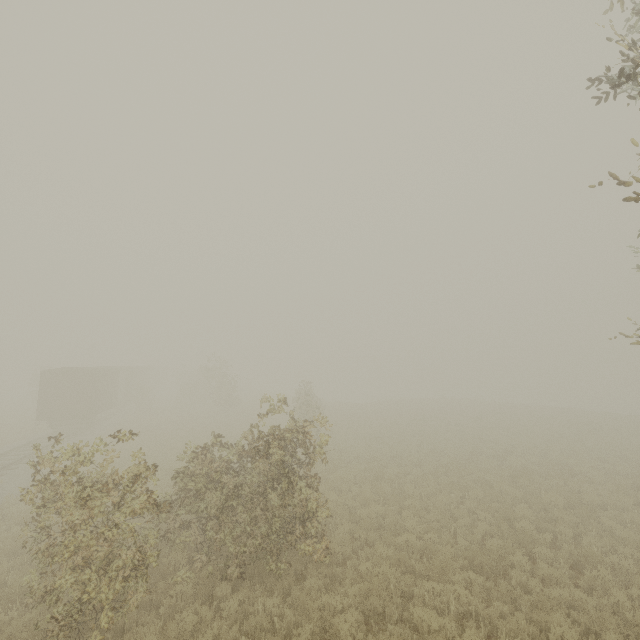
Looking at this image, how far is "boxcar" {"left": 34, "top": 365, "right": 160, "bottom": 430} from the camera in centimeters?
2403cm

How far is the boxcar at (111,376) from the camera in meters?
24.0

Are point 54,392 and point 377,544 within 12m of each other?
no
